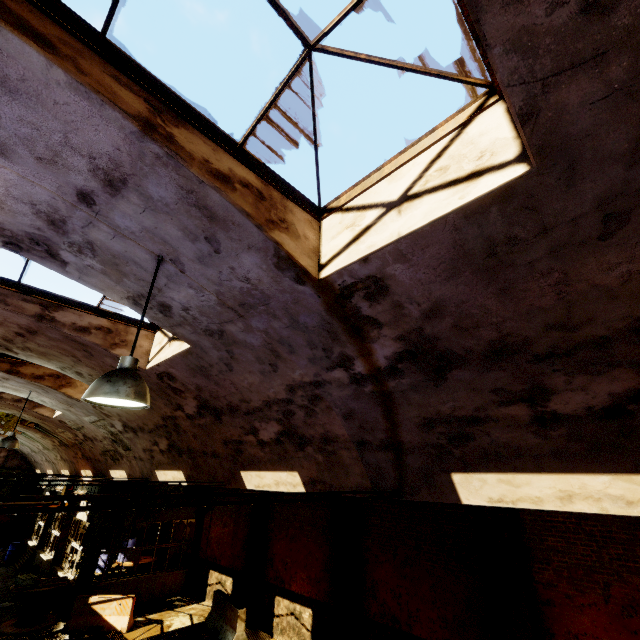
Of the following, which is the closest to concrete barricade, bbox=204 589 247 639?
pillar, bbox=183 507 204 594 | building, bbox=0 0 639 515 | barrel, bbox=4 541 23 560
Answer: pillar, bbox=183 507 204 594

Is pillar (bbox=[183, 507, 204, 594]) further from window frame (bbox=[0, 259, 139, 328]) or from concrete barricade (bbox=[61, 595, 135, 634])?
window frame (bbox=[0, 259, 139, 328])

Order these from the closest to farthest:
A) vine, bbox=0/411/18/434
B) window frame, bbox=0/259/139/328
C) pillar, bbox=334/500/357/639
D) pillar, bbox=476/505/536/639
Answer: window frame, bbox=0/259/139/328 < pillar, bbox=476/505/536/639 < pillar, bbox=334/500/357/639 < vine, bbox=0/411/18/434

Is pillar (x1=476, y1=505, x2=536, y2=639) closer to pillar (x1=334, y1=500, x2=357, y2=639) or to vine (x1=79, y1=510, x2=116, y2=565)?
pillar (x1=334, y1=500, x2=357, y2=639)

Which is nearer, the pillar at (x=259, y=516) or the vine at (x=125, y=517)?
the pillar at (x=259, y=516)

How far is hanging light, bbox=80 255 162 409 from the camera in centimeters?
276cm

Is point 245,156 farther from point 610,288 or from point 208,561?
point 208,561

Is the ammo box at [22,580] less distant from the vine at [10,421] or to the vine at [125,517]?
the vine at [125,517]
